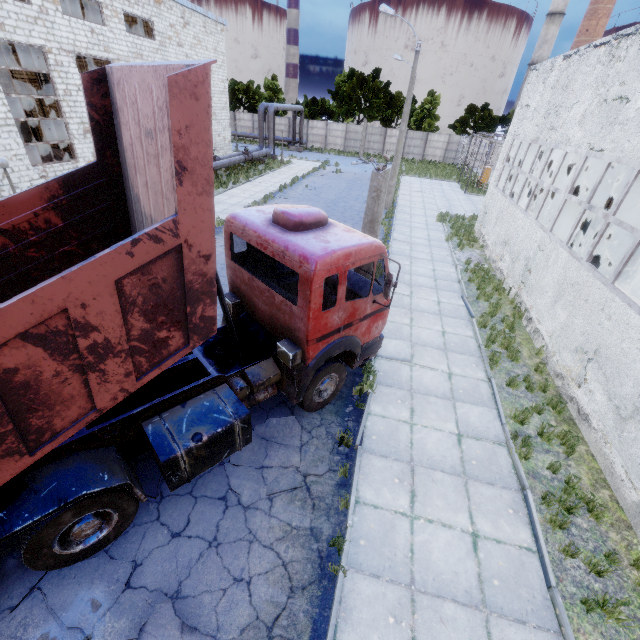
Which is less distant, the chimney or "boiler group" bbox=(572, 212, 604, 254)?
"boiler group" bbox=(572, 212, 604, 254)

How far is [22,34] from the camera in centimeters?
1494cm

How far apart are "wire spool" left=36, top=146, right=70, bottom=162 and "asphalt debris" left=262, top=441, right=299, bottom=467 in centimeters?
2404cm

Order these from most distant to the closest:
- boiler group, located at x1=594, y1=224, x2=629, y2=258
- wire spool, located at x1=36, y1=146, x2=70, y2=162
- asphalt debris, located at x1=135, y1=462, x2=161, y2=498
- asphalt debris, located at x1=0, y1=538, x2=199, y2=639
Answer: wire spool, located at x1=36, y1=146, x2=70, y2=162
boiler group, located at x1=594, y1=224, x2=629, y2=258
asphalt debris, located at x1=135, y1=462, x2=161, y2=498
asphalt debris, located at x1=0, y1=538, x2=199, y2=639

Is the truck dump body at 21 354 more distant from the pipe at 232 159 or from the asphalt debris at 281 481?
the pipe at 232 159

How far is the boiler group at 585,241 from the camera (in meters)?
16.58

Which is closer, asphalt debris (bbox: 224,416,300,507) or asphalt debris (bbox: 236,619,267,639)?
asphalt debris (bbox: 236,619,267,639)
